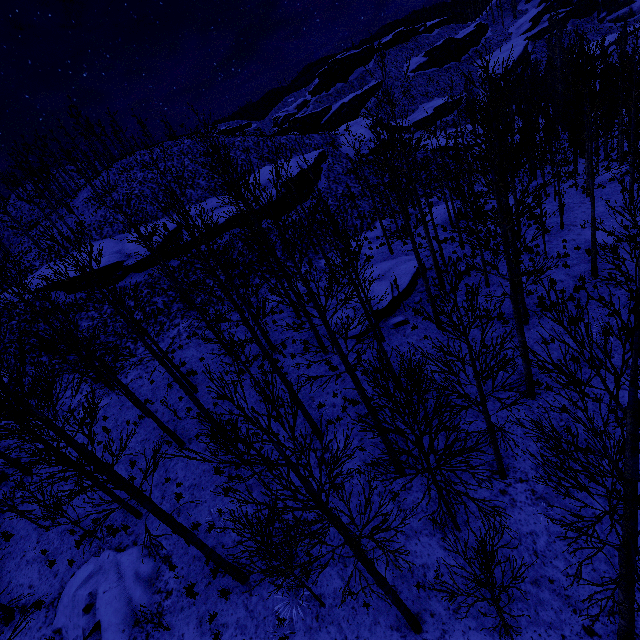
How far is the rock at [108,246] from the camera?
26.9 meters

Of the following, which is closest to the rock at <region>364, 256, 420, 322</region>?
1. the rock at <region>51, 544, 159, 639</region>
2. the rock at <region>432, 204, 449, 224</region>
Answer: the rock at <region>432, 204, 449, 224</region>

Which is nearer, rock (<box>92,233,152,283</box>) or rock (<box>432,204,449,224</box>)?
rock (<box>432,204,449,224</box>)

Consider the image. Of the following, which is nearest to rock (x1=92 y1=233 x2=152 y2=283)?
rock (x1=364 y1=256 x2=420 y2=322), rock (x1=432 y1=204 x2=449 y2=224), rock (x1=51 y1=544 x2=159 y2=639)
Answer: rock (x1=364 y1=256 x2=420 y2=322)

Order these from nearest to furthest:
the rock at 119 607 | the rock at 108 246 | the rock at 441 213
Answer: the rock at 119 607
the rock at 441 213
the rock at 108 246

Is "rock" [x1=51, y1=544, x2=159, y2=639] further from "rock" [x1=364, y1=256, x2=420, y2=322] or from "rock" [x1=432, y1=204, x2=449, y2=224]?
"rock" [x1=432, y1=204, x2=449, y2=224]

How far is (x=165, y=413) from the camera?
16.3 meters

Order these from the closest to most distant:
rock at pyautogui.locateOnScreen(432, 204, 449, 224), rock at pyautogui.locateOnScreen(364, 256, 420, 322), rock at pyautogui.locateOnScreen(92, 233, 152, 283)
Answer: rock at pyautogui.locateOnScreen(364, 256, 420, 322), rock at pyautogui.locateOnScreen(432, 204, 449, 224), rock at pyautogui.locateOnScreen(92, 233, 152, 283)
